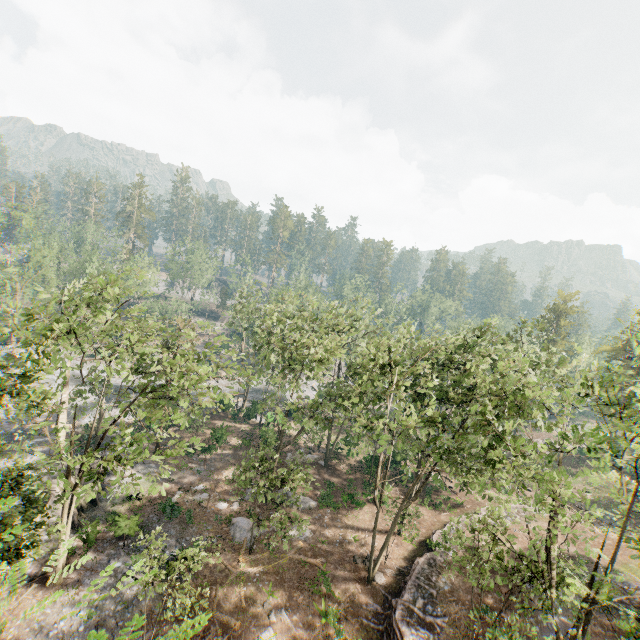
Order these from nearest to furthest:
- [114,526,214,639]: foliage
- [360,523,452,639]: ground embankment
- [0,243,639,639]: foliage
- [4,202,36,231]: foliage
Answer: [114,526,214,639]: foliage → [0,243,639,639]: foliage → [360,523,452,639]: ground embankment → [4,202,36,231]: foliage

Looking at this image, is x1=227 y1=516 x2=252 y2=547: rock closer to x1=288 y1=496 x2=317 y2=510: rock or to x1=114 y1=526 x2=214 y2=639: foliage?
x1=288 y1=496 x2=317 y2=510: rock

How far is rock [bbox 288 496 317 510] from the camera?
30.47m

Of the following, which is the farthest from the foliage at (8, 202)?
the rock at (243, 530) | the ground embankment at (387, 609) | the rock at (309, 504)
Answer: the rock at (243, 530)

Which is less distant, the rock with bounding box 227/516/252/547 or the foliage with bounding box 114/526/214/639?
the foliage with bounding box 114/526/214/639

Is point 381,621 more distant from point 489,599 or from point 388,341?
point 388,341

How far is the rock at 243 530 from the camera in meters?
25.6 m
